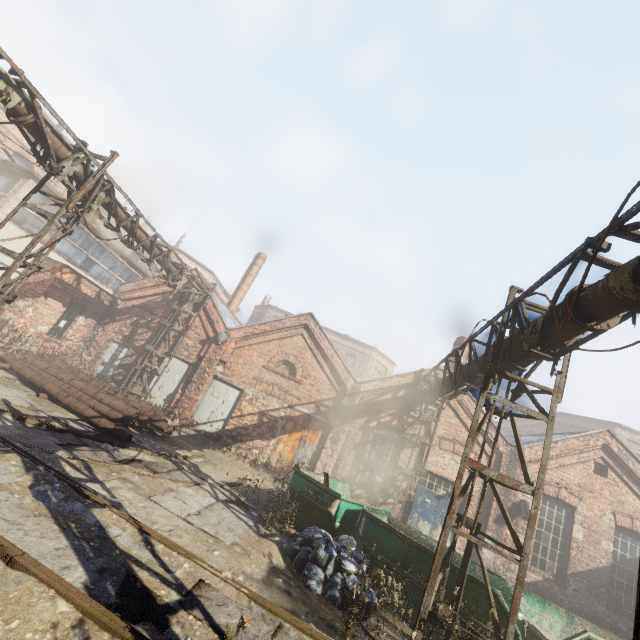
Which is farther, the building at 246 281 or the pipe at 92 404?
the building at 246 281

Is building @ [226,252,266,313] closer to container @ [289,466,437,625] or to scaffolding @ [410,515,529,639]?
container @ [289,466,437,625]

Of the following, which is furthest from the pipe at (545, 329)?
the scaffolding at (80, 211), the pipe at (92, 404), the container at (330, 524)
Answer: the pipe at (92, 404)

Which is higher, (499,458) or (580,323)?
(580,323)

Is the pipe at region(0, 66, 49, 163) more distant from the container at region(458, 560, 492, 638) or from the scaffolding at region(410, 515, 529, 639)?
the container at region(458, 560, 492, 638)

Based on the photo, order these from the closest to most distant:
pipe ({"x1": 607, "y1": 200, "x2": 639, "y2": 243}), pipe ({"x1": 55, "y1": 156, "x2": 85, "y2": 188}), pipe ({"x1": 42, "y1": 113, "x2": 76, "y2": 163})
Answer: pipe ({"x1": 607, "y1": 200, "x2": 639, "y2": 243})
pipe ({"x1": 42, "y1": 113, "x2": 76, "y2": 163})
pipe ({"x1": 55, "y1": 156, "x2": 85, "y2": 188})

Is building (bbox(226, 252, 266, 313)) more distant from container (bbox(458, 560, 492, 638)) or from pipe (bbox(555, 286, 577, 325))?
container (bbox(458, 560, 492, 638))

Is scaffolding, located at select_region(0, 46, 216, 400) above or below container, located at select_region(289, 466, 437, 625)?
above
